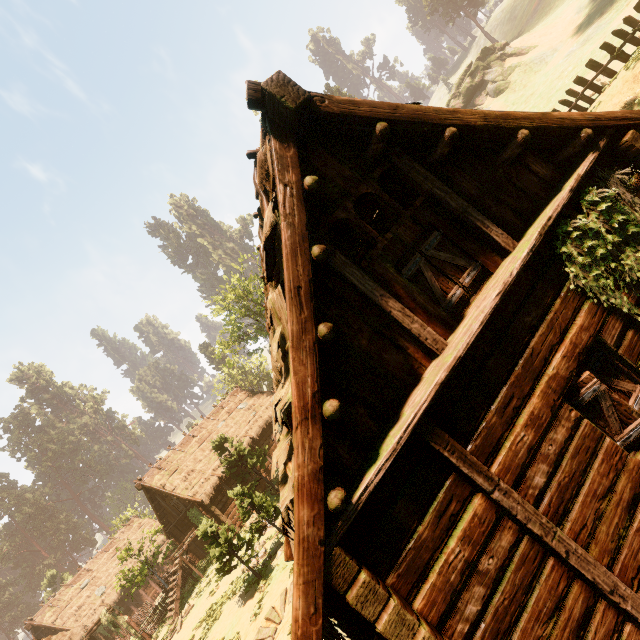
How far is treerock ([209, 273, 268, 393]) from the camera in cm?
3169

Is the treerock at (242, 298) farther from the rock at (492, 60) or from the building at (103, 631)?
the rock at (492, 60)

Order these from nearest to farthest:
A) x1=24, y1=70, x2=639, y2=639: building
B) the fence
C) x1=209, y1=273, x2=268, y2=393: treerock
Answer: x1=24, y1=70, x2=639, y2=639: building
the fence
x1=209, y1=273, x2=268, y2=393: treerock

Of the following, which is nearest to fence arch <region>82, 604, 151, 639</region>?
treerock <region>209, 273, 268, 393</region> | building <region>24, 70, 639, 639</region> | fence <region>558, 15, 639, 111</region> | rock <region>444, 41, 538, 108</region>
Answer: building <region>24, 70, 639, 639</region>

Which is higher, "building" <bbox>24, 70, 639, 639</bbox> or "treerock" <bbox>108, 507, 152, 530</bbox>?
"treerock" <bbox>108, 507, 152, 530</bbox>

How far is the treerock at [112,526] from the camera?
41.9m

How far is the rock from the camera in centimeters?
3950cm

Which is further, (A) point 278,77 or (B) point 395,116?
(B) point 395,116
